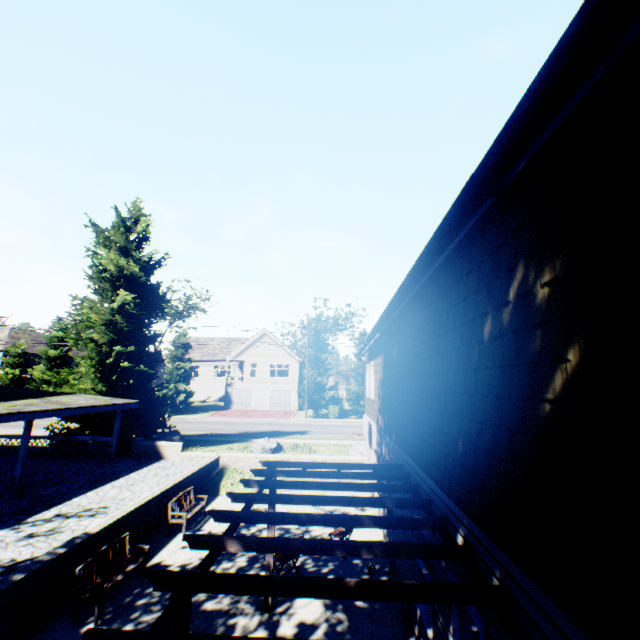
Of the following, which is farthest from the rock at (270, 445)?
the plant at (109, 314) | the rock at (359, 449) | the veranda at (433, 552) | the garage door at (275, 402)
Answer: the garage door at (275, 402)

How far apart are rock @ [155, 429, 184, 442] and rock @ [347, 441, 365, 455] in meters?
10.1 m

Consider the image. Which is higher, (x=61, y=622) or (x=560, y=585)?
(x=560, y=585)

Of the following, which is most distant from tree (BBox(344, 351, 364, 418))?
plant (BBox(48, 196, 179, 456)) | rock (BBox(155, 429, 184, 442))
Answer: rock (BBox(155, 429, 184, 442))

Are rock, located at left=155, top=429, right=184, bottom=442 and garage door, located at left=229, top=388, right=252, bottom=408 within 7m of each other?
no

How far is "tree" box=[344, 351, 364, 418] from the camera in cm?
3794

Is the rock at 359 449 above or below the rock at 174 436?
below

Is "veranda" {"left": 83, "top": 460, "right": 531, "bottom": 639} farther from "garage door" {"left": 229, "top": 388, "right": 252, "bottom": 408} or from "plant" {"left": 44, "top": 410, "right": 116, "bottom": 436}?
"garage door" {"left": 229, "top": 388, "right": 252, "bottom": 408}
